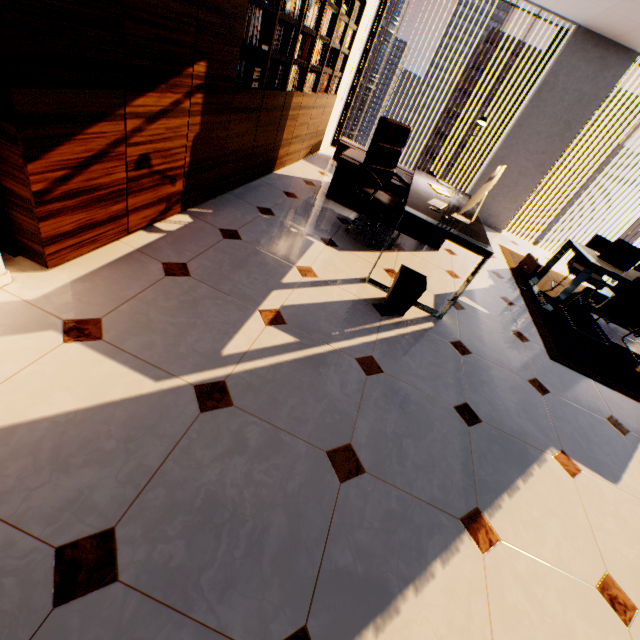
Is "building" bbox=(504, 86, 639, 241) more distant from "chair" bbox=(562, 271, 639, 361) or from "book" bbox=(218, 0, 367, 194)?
"chair" bbox=(562, 271, 639, 361)

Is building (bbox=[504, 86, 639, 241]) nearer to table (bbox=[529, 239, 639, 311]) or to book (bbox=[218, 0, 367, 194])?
book (bbox=[218, 0, 367, 194])

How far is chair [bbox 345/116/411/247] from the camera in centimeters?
334cm

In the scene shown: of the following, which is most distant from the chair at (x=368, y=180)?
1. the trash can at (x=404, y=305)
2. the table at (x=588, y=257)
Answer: the table at (x=588, y=257)

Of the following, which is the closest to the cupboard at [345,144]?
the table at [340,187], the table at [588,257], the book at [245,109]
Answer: the book at [245,109]

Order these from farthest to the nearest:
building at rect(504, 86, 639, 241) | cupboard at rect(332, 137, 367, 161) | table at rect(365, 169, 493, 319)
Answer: building at rect(504, 86, 639, 241) < cupboard at rect(332, 137, 367, 161) < table at rect(365, 169, 493, 319)

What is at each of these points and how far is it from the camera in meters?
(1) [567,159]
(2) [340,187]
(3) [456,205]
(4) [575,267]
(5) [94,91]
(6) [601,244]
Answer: (1) building, 49.9
(2) table, 4.3
(3) table, 3.4
(4) chair, 4.7
(5) cupboard, 1.6
(6) chair, 4.8

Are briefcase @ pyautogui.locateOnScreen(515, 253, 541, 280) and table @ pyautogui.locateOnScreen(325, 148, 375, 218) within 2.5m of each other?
yes
